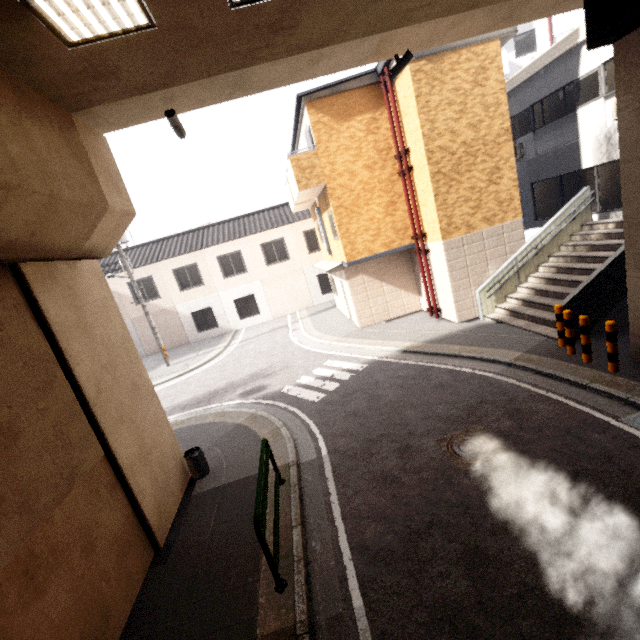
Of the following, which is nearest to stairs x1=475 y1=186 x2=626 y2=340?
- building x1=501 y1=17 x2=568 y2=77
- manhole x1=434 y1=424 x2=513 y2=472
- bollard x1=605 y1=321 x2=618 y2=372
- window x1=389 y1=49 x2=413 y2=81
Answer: bollard x1=605 y1=321 x2=618 y2=372

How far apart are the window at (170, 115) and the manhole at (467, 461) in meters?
7.5 m

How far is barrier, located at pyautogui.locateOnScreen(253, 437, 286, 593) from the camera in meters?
4.1

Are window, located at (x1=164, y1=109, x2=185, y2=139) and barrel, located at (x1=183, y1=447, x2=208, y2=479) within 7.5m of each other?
yes

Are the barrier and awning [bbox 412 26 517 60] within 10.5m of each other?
no

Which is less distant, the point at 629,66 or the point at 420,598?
the point at 420,598

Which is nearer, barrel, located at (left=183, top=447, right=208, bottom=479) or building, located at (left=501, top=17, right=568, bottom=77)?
barrel, located at (left=183, top=447, right=208, bottom=479)

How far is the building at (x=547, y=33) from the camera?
18.4m
